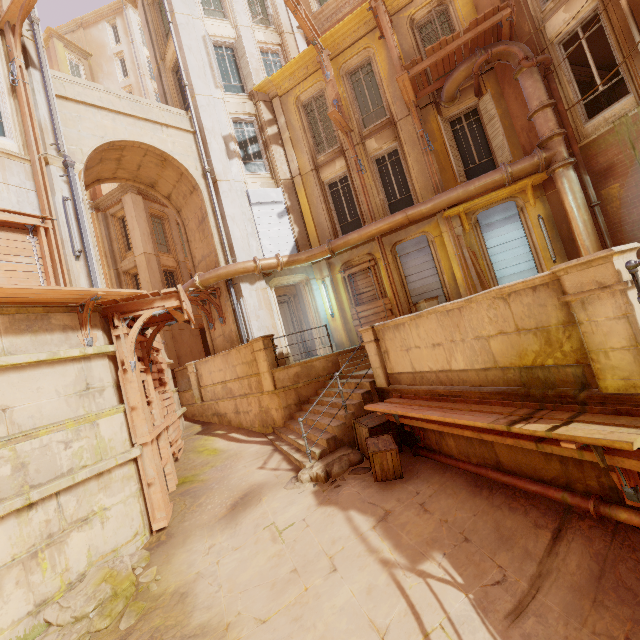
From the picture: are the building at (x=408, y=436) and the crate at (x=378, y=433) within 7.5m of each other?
yes

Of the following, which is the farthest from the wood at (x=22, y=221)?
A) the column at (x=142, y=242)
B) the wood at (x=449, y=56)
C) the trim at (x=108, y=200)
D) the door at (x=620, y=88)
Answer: the door at (x=620, y=88)

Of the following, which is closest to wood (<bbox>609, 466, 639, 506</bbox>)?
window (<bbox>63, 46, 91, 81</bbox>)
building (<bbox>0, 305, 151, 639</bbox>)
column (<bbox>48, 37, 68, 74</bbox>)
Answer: building (<bbox>0, 305, 151, 639</bbox>)

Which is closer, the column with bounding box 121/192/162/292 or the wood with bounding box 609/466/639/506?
the wood with bounding box 609/466/639/506

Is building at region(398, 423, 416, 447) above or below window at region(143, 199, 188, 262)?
below

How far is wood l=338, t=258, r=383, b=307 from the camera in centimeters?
1299cm

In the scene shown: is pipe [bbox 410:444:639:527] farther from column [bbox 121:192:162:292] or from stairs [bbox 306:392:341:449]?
column [bbox 121:192:162:292]

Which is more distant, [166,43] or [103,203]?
[103,203]
